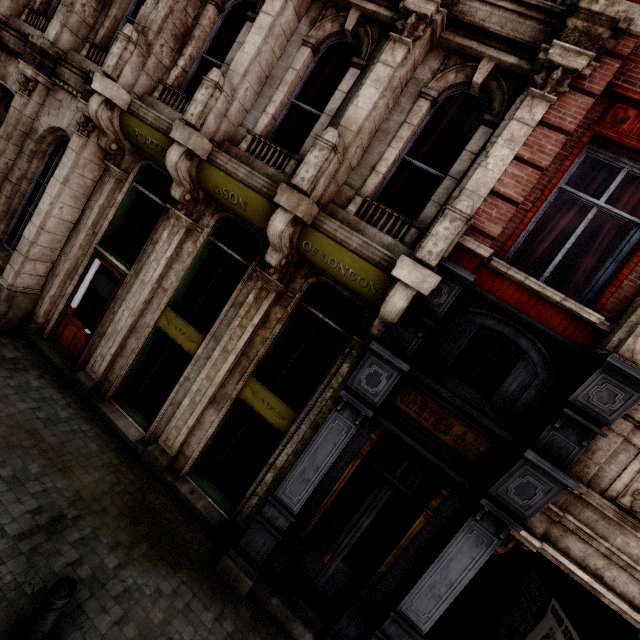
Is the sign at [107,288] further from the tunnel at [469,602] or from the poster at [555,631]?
the poster at [555,631]

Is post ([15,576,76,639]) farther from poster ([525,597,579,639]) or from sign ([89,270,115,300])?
poster ([525,597,579,639])

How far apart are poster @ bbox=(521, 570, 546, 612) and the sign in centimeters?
1092cm

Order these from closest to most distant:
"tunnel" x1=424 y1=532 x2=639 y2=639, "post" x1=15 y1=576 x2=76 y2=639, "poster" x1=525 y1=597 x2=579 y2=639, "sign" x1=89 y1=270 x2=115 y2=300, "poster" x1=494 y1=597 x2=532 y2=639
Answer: "post" x1=15 y1=576 x2=76 y2=639
"tunnel" x1=424 y1=532 x2=639 y2=639
"poster" x1=525 y1=597 x2=579 y2=639
"poster" x1=494 y1=597 x2=532 y2=639
"sign" x1=89 y1=270 x2=115 y2=300

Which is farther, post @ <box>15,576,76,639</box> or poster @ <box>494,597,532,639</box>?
poster @ <box>494,597,532,639</box>

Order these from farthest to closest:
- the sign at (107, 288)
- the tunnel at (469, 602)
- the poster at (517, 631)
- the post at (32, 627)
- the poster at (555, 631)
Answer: the sign at (107, 288) → the poster at (517, 631) → the poster at (555, 631) → the tunnel at (469, 602) → the post at (32, 627)

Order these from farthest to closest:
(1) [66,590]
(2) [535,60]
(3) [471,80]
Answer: (3) [471,80] < (2) [535,60] < (1) [66,590]

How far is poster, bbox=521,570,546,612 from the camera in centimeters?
636cm
